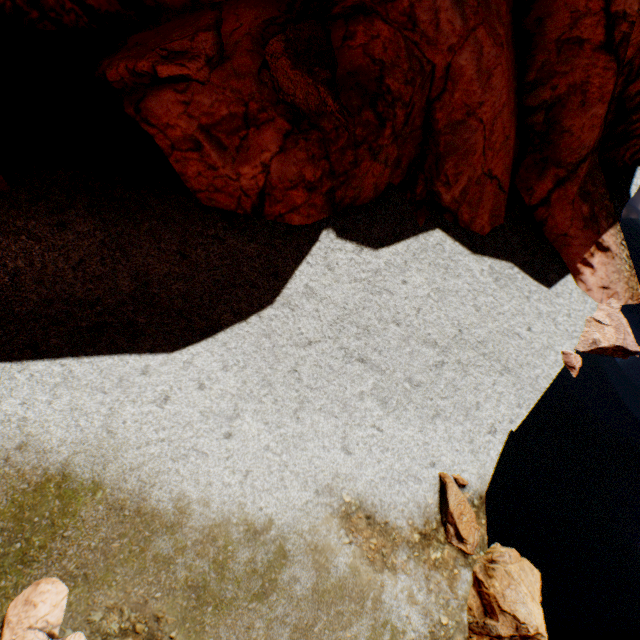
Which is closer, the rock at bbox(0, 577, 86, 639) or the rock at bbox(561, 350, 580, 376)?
the rock at bbox(0, 577, 86, 639)

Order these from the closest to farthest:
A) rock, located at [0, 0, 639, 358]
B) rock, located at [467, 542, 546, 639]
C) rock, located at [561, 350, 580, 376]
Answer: rock, located at [467, 542, 546, 639], rock, located at [0, 0, 639, 358], rock, located at [561, 350, 580, 376]

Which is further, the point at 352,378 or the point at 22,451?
the point at 352,378

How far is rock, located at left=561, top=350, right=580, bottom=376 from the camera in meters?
10.7 m

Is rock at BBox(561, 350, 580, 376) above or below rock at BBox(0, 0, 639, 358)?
below

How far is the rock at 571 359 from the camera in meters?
10.7
